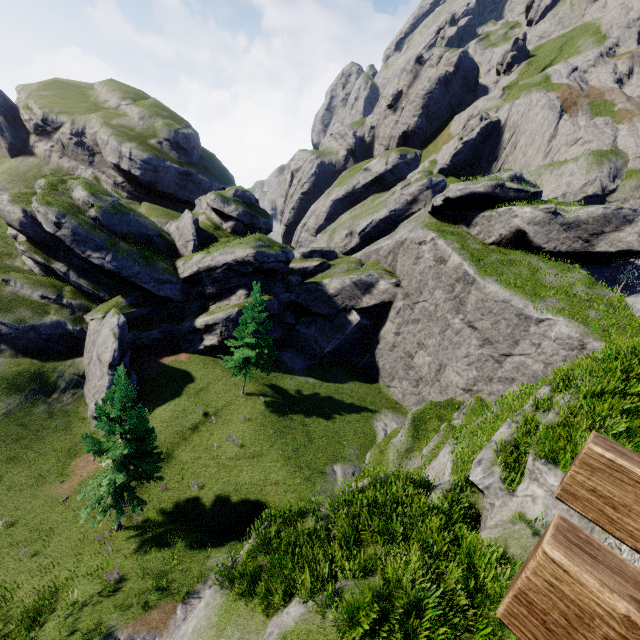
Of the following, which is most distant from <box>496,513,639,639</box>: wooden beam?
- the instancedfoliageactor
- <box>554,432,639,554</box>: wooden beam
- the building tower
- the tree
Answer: the tree

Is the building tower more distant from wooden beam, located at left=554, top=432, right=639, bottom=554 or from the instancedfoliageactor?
the instancedfoliageactor

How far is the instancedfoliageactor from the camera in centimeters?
1563cm

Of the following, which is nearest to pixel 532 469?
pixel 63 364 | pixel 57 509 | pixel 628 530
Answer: pixel 628 530

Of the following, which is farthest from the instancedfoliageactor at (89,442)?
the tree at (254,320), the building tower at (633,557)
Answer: the building tower at (633,557)

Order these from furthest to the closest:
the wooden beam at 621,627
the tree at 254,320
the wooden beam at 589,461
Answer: the tree at 254,320, the wooden beam at 589,461, the wooden beam at 621,627

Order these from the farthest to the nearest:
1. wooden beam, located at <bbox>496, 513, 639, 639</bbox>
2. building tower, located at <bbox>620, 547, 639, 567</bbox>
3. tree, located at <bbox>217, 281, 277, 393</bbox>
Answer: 1. tree, located at <bbox>217, 281, 277, 393</bbox>
2. building tower, located at <bbox>620, 547, 639, 567</bbox>
3. wooden beam, located at <bbox>496, 513, 639, 639</bbox>

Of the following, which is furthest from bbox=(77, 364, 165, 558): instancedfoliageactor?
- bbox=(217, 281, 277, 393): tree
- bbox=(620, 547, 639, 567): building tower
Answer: bbox=(620, 547, 639, 567): building tower
